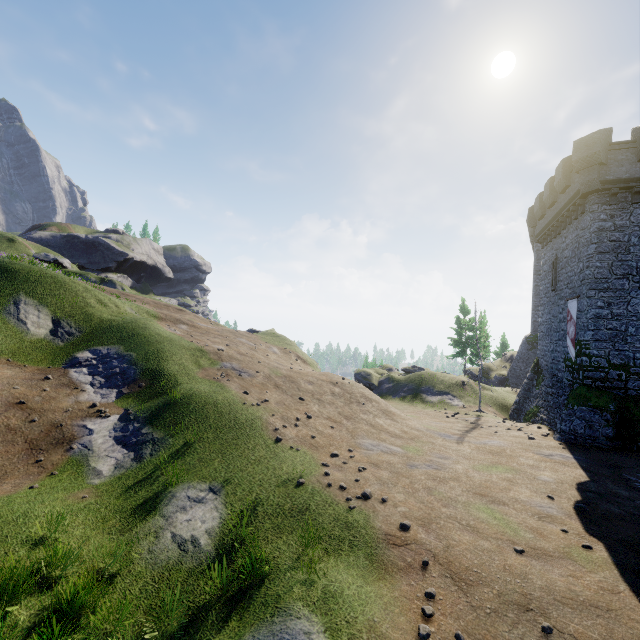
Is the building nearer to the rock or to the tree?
the tree

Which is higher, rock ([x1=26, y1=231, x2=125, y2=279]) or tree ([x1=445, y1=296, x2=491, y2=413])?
rock ([x1=26, y1=231, x2=125, y2=279])

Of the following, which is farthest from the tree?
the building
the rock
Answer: the rock

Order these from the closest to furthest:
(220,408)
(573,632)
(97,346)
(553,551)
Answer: (573,632) → (553,551) → (220,408) → (97,346)

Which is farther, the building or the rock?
the rock

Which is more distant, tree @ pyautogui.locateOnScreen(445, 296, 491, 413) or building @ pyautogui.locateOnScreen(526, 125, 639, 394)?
tree @ pyautogui.locateOnScreen(445, 296, 491, 413)

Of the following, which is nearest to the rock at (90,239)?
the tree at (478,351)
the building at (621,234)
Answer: the tree at (478,351)

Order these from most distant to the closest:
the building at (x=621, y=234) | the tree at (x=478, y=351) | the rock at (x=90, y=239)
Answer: the rock at (x=90, y=239) < the tree at (x=478, y=351) < the building at (x=621, y=234)
